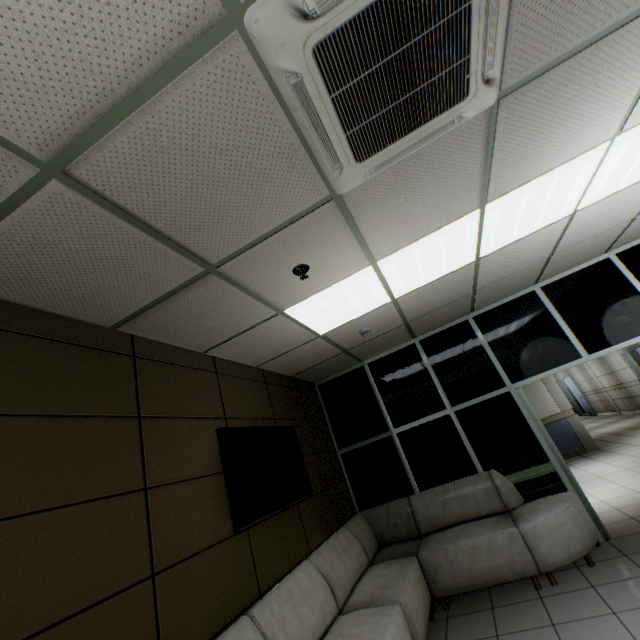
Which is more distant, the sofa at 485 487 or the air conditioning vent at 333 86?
the sofa at 485 487

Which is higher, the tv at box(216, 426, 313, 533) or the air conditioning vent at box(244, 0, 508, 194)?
the air conditioning vent at box(244, 0, 508, 194)

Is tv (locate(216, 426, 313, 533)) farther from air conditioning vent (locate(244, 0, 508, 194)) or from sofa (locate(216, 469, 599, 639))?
air conditioning vent (locate(244, 0, 508, 194))

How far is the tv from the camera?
2.8m

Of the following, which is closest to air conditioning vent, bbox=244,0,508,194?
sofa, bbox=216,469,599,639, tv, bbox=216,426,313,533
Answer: tv, bbox=216,426,313,533

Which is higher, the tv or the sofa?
the tv

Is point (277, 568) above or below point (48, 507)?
below

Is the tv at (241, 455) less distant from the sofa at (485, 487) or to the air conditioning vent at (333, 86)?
the sofa at (485, 487)
